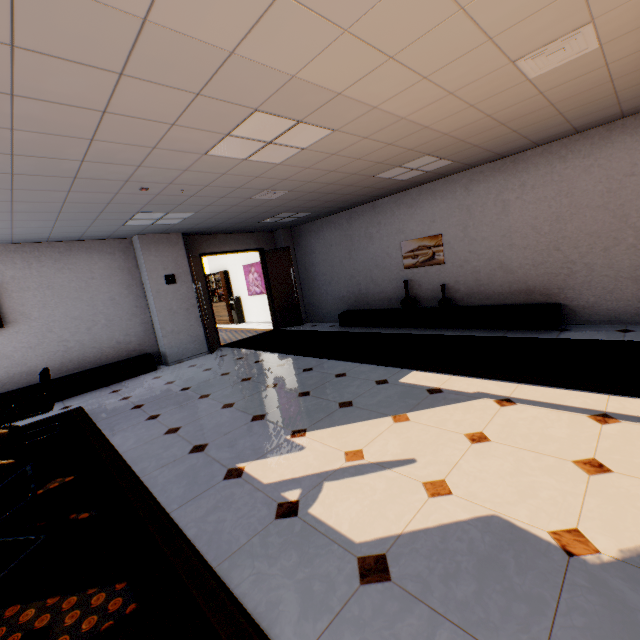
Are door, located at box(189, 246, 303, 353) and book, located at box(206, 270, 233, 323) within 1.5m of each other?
no

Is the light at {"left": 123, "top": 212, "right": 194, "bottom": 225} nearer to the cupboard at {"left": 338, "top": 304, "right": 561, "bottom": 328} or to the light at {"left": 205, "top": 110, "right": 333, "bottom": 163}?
the light at {"left": 205, "top": 110, "right": 333, "bottom": 163}

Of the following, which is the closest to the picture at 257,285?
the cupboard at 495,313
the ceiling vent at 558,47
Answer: the cupboard at 495,313

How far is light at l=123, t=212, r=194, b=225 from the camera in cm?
546

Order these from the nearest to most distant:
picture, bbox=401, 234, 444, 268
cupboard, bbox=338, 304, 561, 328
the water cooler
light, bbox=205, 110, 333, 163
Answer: light, bbox=205, 110, 333, 163, cupboard, bbox=338, 304, 561, 328, picture, bbox=401, 234, 444, 268, the water cooler

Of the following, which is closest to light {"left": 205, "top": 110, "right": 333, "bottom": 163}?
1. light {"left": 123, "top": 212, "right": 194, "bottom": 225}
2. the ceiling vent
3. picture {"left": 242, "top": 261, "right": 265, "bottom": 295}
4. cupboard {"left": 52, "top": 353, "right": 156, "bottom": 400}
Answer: the ceiling vent

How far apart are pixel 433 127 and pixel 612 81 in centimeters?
175cm

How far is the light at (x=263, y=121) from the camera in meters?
2.9
